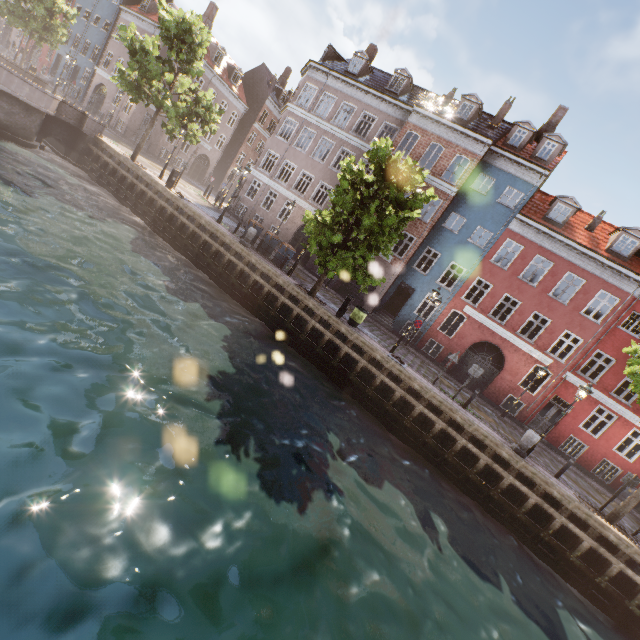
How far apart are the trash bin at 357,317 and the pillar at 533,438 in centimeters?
825cm

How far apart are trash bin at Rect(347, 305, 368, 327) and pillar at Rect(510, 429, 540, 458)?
8.25m

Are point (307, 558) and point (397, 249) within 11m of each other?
no

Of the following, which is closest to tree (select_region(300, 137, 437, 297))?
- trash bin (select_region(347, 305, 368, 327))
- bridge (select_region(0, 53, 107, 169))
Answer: trash bin (select_region(347, 305, 368, 327))

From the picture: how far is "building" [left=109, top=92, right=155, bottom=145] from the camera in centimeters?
3284cm

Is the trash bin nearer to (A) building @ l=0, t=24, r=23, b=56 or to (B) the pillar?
(A) building @ l=0, t=24, r=23, b=56

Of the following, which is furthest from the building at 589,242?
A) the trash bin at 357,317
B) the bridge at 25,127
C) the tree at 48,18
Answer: the bridge at 25,127

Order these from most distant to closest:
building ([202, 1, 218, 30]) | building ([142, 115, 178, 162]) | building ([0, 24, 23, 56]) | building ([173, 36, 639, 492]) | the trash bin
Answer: building ([0, 24, 23, 56]), building ([202, 1, 218, 30]), building ([142, 115, 178, 162]), building ([173, 36, 639, 492]), the trash bin
